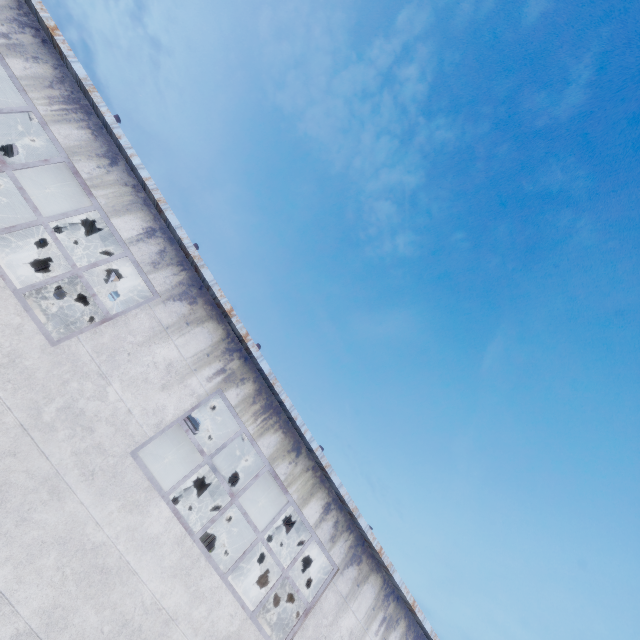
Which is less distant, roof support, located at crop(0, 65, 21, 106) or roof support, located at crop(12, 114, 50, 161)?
roof support, located at crop(0, 65, 21, 106)

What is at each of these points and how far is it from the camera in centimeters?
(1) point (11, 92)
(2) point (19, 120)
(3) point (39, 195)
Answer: (1) roof support, 852cm
(2) roof support, 938cm
(3) roof support, 1281cm

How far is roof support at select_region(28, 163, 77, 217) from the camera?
11.8m

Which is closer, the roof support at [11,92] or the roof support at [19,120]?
the roof support at [11,92]

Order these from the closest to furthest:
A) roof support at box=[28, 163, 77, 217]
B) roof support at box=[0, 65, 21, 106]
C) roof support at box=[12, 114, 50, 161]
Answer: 1. roof support at box=[0, 65, 21, 106]
2. roof support at box=[12, 114, 50, 161]
3. roof support at box=[28, 163, 77, 217]
